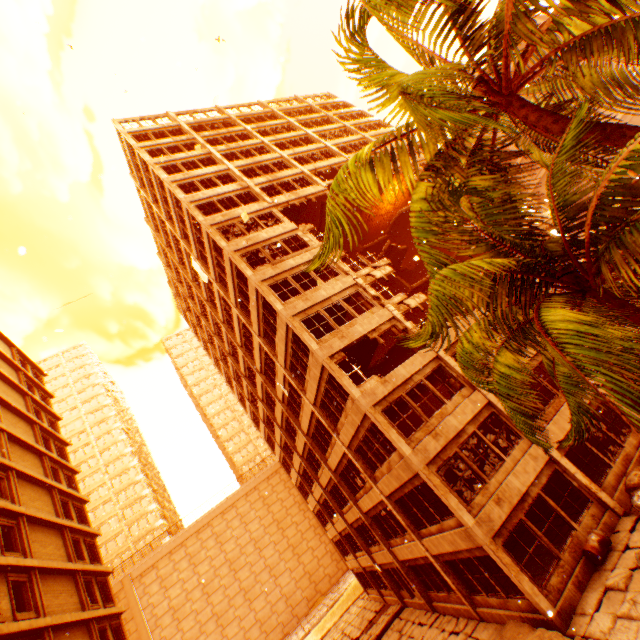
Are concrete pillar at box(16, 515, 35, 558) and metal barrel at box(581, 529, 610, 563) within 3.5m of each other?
no

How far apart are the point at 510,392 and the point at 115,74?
11.3m

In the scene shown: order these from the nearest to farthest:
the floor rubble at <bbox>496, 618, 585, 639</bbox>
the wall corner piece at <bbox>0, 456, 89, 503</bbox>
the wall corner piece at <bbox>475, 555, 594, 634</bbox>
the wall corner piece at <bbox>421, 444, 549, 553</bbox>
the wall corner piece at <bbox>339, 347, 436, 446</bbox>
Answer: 1. the floor rubble at <bbox>496, 618, 585, 639</bbox>
2. the wall corner piece at <bbox>475, 555, 594, 634</bbox>
3. the wall corner piece at <bbox>421, 444, 549, 553</bbox>
4. the wall corner piece at <bbox>339, 347, 436, 446</bbox>
5. the wall corner piece at <bbox>0, 456, 89, 503</bbox>

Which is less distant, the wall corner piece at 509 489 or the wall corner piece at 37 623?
the wall corner piece at 509 489

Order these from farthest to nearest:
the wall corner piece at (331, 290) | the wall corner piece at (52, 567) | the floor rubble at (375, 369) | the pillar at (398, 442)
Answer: the floor rubble at (375, 369), the wall corner piece at (331, 290), the wall corner piece at (52, 567), the pillar at (398, 442)

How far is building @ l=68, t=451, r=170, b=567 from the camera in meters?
52.3

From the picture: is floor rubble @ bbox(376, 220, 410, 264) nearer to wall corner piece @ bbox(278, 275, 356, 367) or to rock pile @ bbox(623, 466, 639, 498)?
wall corner piece @ bbox(278, 275, 356, 367)

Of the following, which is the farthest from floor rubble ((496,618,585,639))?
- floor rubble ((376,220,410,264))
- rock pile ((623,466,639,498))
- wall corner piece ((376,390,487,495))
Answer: floor rubble ((376,220,410,264))
